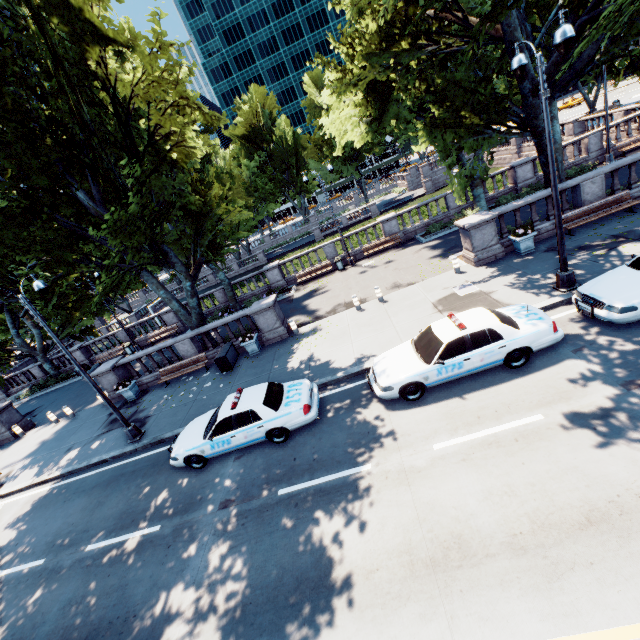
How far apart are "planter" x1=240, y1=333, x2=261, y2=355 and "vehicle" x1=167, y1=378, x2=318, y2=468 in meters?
4.8 m

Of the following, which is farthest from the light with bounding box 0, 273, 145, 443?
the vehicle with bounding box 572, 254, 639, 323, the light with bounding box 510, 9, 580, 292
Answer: the light with bounding box 510, 9, 580, 292

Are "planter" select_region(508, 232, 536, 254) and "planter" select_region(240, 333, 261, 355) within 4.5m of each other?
no

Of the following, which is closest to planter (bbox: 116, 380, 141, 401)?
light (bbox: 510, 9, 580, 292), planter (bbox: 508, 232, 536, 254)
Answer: light (bbox: 510, 9, 580, 292)

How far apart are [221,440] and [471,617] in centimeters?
743cm

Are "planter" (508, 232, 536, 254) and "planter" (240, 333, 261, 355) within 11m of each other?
no

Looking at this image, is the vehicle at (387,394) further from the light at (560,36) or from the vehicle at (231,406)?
the vehicle at (231,406)

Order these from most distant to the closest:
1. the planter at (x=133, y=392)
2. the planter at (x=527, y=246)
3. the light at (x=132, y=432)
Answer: the planter at (x=133, y=392) < the planter at (x=527, y=246) < the light at (x=132, y=432)
